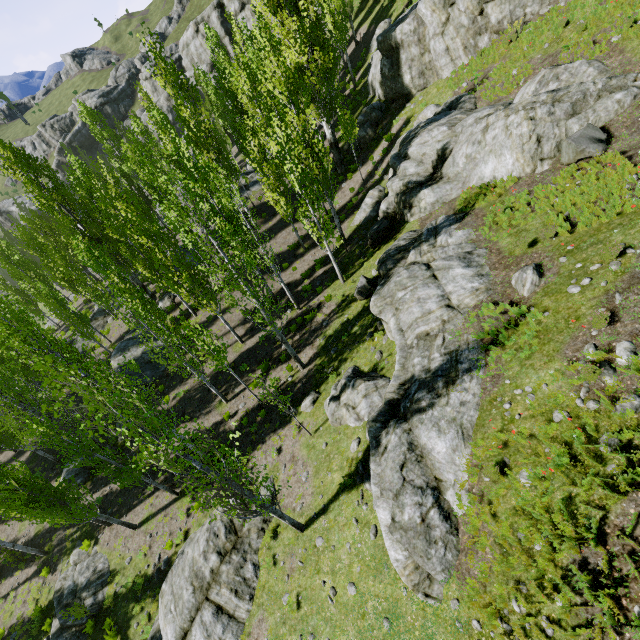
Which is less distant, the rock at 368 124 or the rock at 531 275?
the rock at 531 275

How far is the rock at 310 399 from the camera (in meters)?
15.11

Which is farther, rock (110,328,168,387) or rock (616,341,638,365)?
rock (110,328,168,387)

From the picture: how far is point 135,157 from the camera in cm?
2180

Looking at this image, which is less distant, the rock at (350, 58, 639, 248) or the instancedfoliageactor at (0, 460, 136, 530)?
the rock at (350, 58, 639, 248)

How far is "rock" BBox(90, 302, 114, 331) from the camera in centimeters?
3297cm

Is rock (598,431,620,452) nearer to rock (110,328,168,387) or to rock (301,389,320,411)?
rock (301,389,320,411)

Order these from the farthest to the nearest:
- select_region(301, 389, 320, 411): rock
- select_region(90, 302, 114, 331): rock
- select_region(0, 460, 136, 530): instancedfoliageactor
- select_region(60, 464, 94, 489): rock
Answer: select_region(90, 302, 114, 331): rock
select_region(60, 464, 94, 489): rock
select_region(301, 389, 320, 411): rock
select_region(0, 460, 136, 530): instancedfoliageactor
